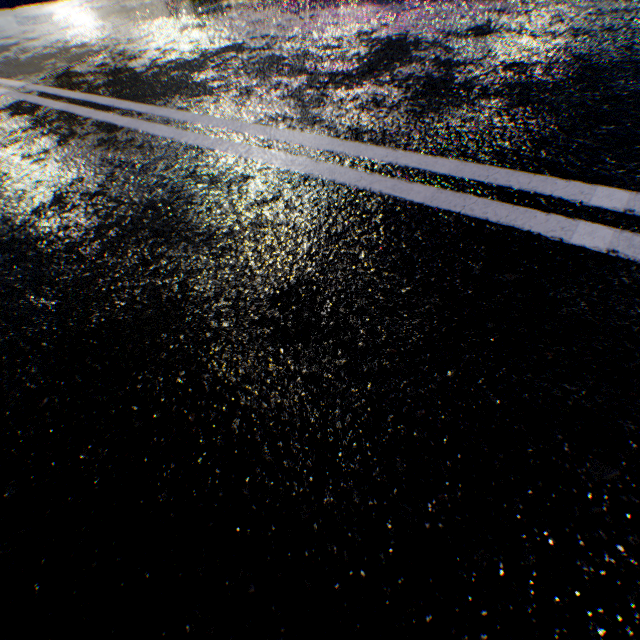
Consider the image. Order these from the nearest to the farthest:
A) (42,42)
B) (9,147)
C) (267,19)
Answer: (9,147) < (267,19) < (42,42)
